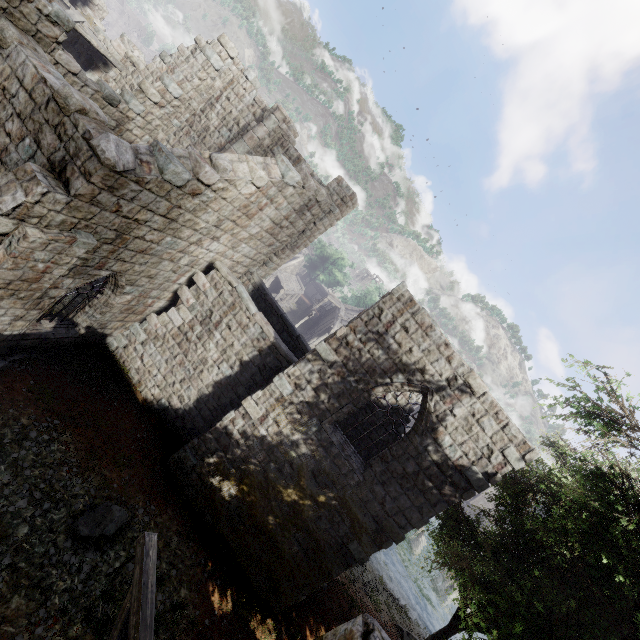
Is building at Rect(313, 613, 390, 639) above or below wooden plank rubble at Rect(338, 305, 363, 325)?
above

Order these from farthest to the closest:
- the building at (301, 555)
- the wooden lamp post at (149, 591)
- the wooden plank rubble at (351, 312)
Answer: the wooden plank rubble at (351, 312) → the building at (301, 555) → the wooden lamp post at (149, 591)

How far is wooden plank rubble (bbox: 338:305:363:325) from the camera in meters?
38.6

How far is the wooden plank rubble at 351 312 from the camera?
38.6m

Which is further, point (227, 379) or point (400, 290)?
point (227, 379)

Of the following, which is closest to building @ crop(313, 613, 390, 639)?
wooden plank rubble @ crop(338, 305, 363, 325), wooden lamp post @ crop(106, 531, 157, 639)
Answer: wooden plank rubble @ crop(338, 305, 363, 325)

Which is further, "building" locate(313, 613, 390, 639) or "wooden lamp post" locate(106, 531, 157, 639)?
"wooden lamp post" locate(106, 531, 157, 639)
